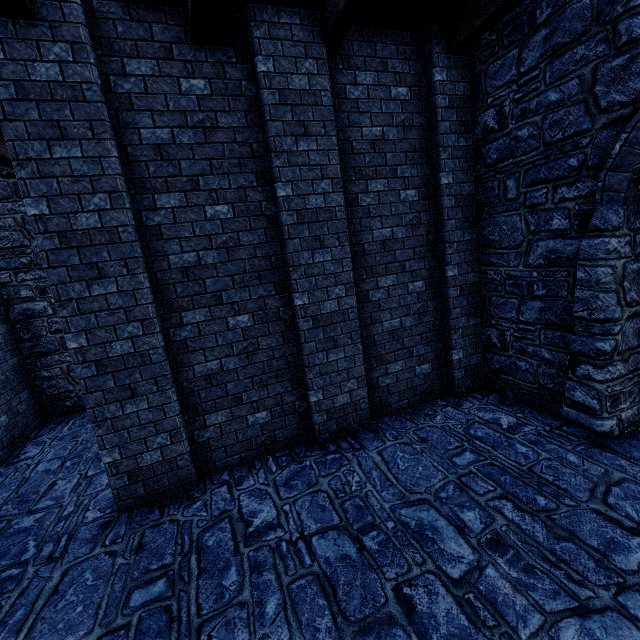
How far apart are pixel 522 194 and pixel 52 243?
6.1m
